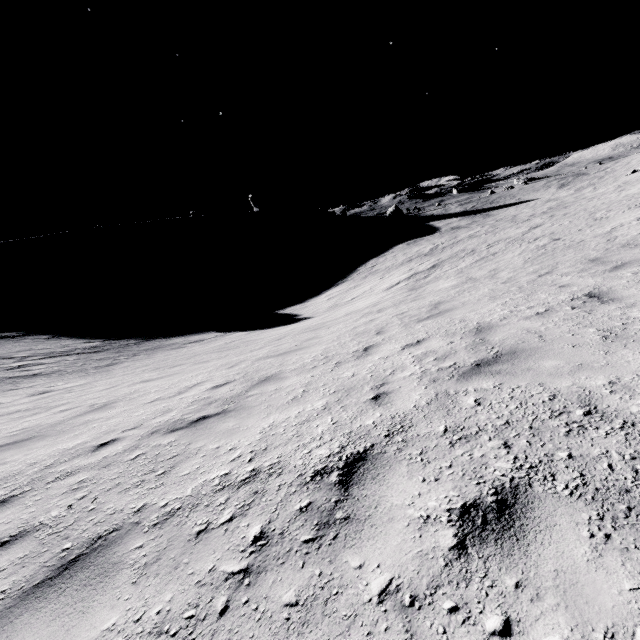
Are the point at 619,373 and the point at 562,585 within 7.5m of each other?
yes
